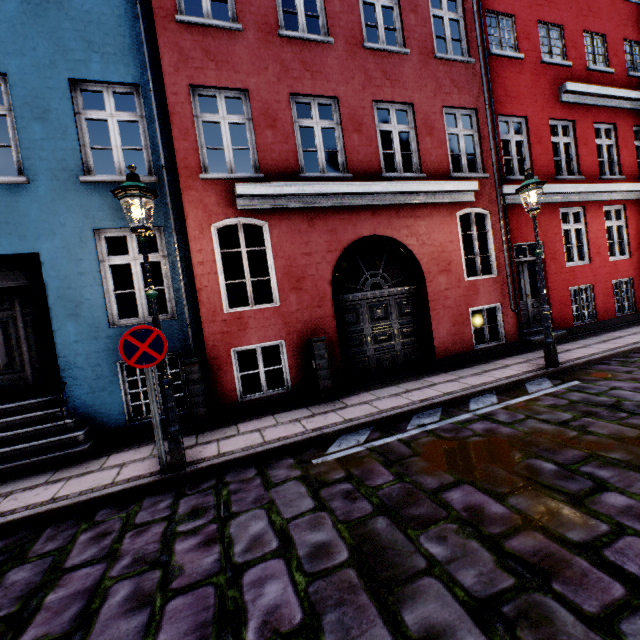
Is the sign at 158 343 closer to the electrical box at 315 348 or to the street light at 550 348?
the street light at 550 348

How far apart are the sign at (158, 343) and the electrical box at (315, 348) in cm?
288

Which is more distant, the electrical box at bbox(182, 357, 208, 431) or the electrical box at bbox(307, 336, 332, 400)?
the electrical box at bbox(307, 336, 332, 400)

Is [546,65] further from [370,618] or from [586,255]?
[370,618]

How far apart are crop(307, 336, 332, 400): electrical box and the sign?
2.9m

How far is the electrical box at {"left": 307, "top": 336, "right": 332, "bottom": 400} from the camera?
6.4m

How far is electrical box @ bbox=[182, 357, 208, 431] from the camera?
5.6 meters

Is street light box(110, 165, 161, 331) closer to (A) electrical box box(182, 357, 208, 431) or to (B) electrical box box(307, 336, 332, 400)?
(A) electrical box box(182, 357, 208, 431)
